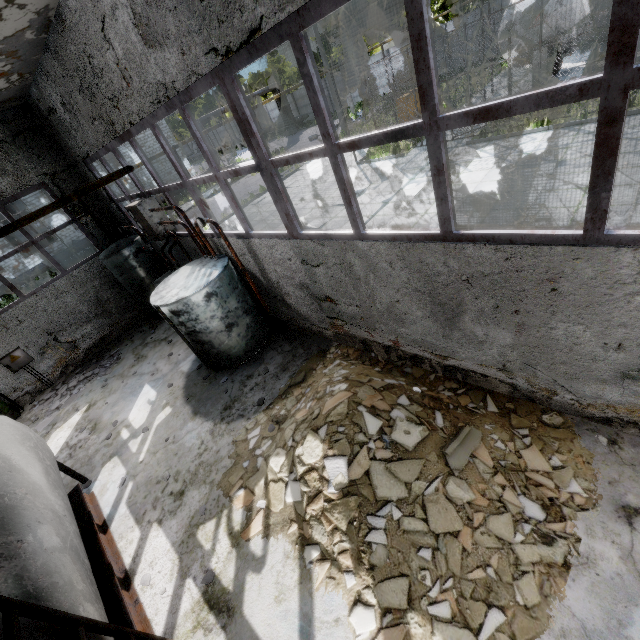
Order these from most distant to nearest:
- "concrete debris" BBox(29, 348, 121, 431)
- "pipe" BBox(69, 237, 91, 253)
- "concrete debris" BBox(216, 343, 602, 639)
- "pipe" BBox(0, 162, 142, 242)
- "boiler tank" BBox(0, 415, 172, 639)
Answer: "pipe" BBox(69, 237, 91, 253), "concrete debris" BBox(29, 348, 121, 431), "pipe" BBox(0, 162, 142, 242), "concrete debris" BBox(216, 343, 602, 639), "boiler tank" BBox(0, 415, 172, 639)

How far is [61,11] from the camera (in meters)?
5.28

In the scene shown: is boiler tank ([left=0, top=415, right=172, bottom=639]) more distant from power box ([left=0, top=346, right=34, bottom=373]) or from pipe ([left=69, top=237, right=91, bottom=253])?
pipe ([left=69, top=237, right=91, bottom=253])

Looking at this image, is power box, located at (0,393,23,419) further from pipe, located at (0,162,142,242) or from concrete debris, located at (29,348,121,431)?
pipe, located at (0,162,142,242)

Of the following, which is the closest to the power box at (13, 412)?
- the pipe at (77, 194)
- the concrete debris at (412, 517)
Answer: the concrete debris at (412, 517)

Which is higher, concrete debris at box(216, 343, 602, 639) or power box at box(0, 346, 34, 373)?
power box at box(0, 346, 34, 373)

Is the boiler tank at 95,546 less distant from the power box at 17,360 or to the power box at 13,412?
the power box at 13,412

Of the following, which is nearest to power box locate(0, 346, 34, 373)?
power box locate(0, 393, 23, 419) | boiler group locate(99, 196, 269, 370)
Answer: power box locate(0, 393, 23, 419)
